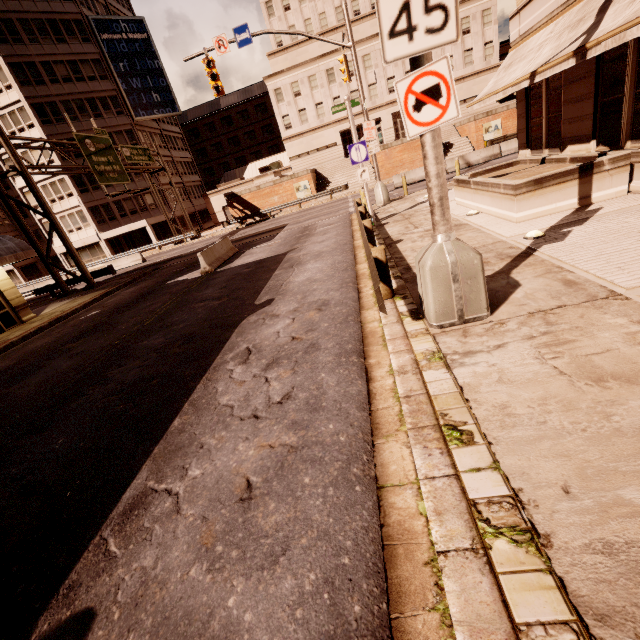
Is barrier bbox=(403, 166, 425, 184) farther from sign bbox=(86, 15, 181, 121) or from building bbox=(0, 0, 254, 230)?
sign bbox=(86, 15, 181, 121)

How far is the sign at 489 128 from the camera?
32.50m

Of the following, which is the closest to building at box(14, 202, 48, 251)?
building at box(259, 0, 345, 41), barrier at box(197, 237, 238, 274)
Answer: building at box(259, 0, 345, 41)

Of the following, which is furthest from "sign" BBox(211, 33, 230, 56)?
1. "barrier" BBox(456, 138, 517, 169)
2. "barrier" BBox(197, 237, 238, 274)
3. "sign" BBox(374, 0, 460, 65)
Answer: "sign" BBox(374, 0, 460, 65)

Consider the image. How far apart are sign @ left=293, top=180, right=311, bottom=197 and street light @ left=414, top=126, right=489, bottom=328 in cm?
3434

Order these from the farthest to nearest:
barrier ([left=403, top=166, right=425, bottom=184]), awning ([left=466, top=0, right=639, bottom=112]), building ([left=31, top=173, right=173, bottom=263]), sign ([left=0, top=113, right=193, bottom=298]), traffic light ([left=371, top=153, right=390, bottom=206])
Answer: building ([left=31, top=173, right=173, bottom=263]) → barrier ([left=403, top=166, right=425, bottom=184]) → sign ([left=0, top=113, right=193, bottom=298]) → traffic light ([left=371, top=153, right=390, bottom=206]) → awning ([left=466, top=0, right=639, bottom=112])

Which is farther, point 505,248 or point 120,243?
point 120,243

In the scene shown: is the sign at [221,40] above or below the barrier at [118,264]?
above
